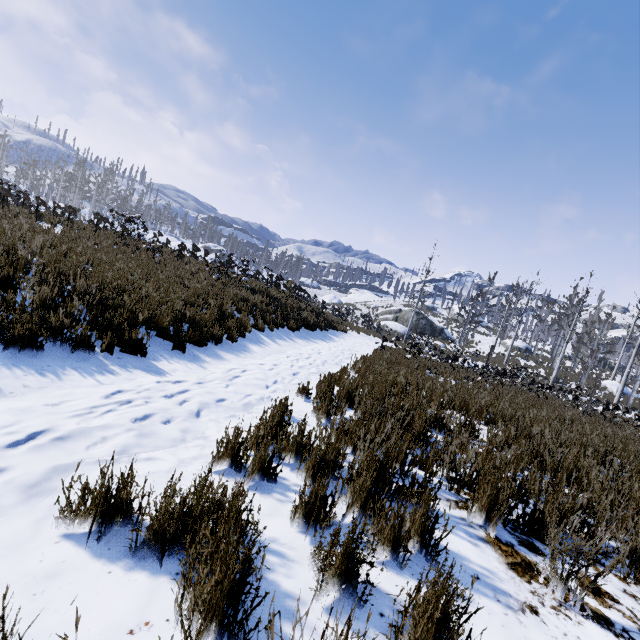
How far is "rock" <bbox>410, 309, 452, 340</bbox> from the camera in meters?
40.1 m

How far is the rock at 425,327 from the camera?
40.1 meters

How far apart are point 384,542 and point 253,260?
13.1m
